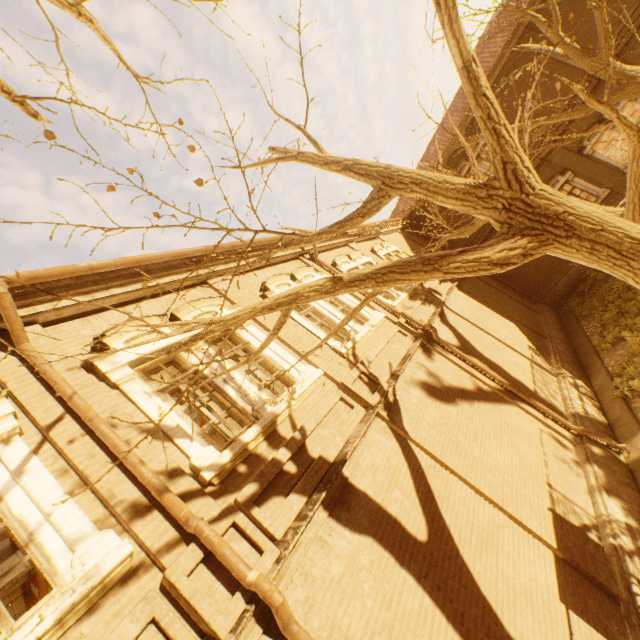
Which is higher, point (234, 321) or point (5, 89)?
point (5, 89)

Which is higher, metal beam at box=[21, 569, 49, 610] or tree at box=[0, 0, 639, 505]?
metal beam at box=[21, 569, 49, 610]

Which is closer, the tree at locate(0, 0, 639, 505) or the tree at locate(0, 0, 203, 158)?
the tree at locate(0, 0, 203, 158)

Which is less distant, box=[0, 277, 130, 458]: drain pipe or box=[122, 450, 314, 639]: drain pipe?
box=[122, 450, 314, 639]: drain pipe

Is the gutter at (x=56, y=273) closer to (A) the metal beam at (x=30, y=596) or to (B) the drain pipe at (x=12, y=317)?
(B) the drain pipe at (x=12, y=317)

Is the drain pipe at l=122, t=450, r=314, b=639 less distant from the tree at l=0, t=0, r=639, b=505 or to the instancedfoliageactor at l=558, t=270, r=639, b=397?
the tree at l=0, t=0, r=639, b=505

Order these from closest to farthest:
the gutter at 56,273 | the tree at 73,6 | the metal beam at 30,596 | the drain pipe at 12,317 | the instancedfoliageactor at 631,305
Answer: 1. the tree at 73,6
2. the drain pipe at 12,317
3. the gutter at 56,273
4. the metal beam at 30,596
5. the instancedfoliageactor at 631,305

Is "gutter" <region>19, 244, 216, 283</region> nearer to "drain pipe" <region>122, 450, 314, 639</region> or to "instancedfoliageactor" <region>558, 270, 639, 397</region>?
"drain pipe" <region>122, 450, 314, 639</region>
